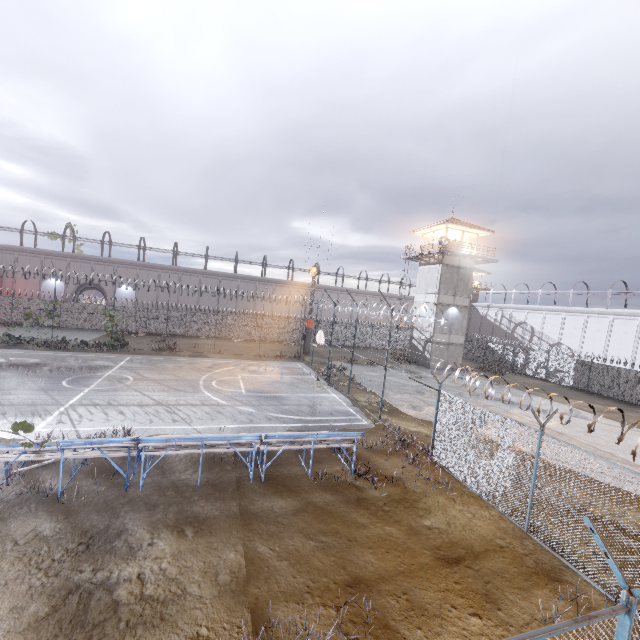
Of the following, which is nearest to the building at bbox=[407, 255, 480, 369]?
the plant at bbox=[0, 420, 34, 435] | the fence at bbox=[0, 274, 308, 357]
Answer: the fence at bbox=[0, 274, 308, 357]

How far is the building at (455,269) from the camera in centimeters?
3275cm

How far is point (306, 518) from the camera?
8.3 meters

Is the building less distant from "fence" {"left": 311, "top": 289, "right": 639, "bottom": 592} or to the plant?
"fence" {"left": 311, "top": 289, "right": 639, "bottom": 592}

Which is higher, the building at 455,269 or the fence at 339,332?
the building at 455,269

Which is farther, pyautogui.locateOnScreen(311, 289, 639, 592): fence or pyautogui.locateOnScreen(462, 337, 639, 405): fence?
pyautogui.locateOnScreen(462, 337, 639, 405): fence

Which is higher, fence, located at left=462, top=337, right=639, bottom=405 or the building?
the building
